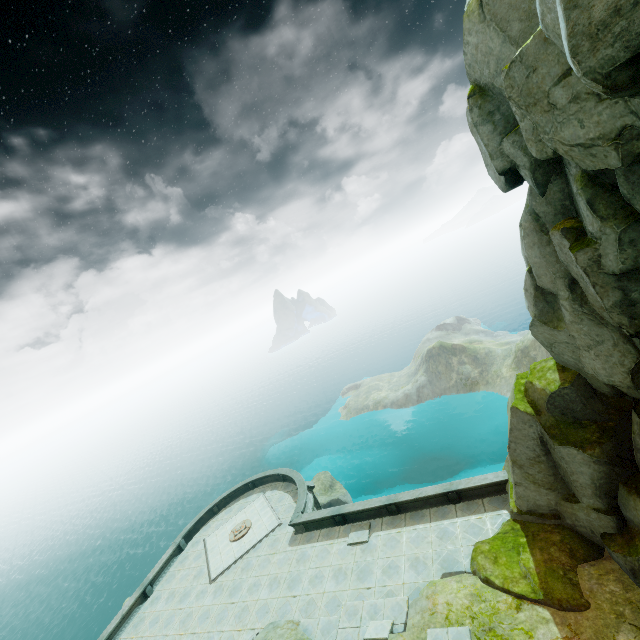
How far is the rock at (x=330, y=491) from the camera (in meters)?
35.28

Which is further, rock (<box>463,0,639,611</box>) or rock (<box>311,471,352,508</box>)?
rock (<box>311,471,352,508</box>)

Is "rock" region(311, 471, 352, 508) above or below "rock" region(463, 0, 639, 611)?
below

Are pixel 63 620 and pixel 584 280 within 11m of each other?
no

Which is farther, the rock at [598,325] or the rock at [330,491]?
the rock at [330,491]

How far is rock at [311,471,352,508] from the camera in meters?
35.3
